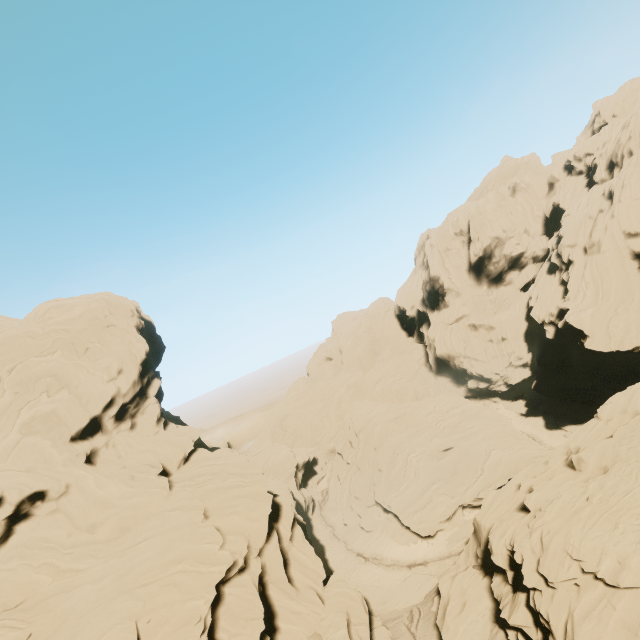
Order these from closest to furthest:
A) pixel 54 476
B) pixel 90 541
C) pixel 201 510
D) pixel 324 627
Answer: pixel 90 541
pixel 54 476
pixel 324 627
pixel 201 510
